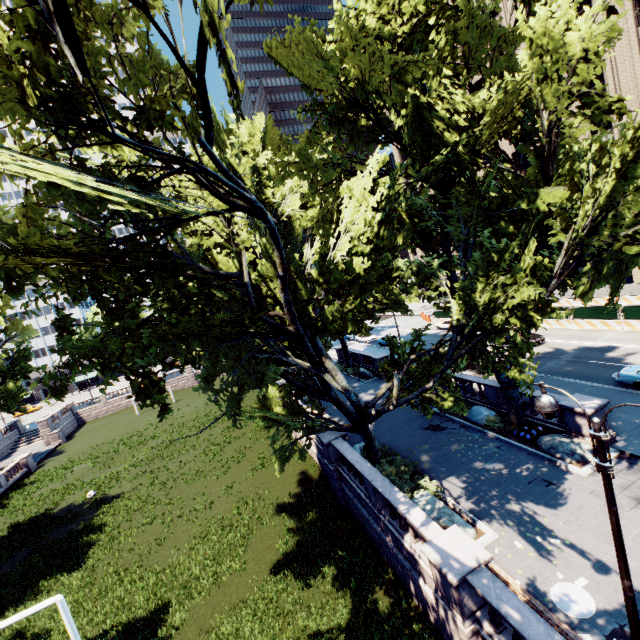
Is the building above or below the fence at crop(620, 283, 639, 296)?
above

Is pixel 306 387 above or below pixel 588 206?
below

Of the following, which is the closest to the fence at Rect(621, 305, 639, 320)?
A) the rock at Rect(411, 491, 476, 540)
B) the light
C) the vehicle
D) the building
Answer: the building

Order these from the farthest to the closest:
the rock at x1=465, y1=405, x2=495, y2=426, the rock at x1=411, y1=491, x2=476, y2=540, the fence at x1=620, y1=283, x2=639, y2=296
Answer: the fence at x1=620, y1=283, x2=639, y2=296 < the rock at x1=465, y1=405, x2=495, y2=426 < the rock at x1=411, y1=491, x2=476, y2=540

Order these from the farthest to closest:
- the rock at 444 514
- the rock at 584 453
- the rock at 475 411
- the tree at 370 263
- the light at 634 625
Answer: the rock at 475 411, the rock at 584 453, the rock at 444 514, the tree at 370 263, the light at 634 625

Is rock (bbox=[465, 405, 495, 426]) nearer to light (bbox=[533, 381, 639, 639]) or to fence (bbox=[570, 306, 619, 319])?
light (bbox=[533, 381, 639, 639])

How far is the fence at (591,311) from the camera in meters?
28.2 m

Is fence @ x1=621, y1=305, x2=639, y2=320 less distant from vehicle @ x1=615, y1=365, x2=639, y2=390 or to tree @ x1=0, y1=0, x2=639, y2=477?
vehicle @ x1=615, y1=365, x2=639, y2=390
